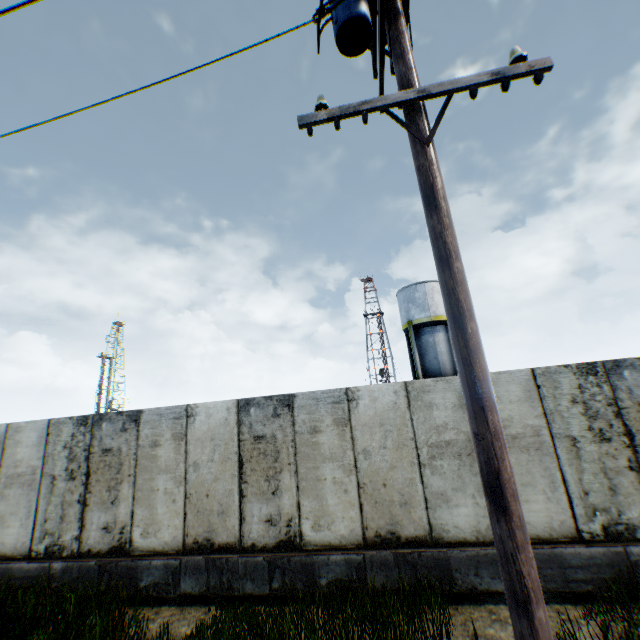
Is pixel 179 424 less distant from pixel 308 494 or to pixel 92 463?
pixel 92 463

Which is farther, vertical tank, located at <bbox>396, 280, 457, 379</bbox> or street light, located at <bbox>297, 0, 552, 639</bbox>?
vertical tank, located at <bbox>396, 280, 457, 379</bbox>

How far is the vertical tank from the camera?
23.70m

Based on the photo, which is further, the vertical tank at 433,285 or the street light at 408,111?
the vertical tank at 433,285

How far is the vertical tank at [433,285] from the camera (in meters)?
23.70
